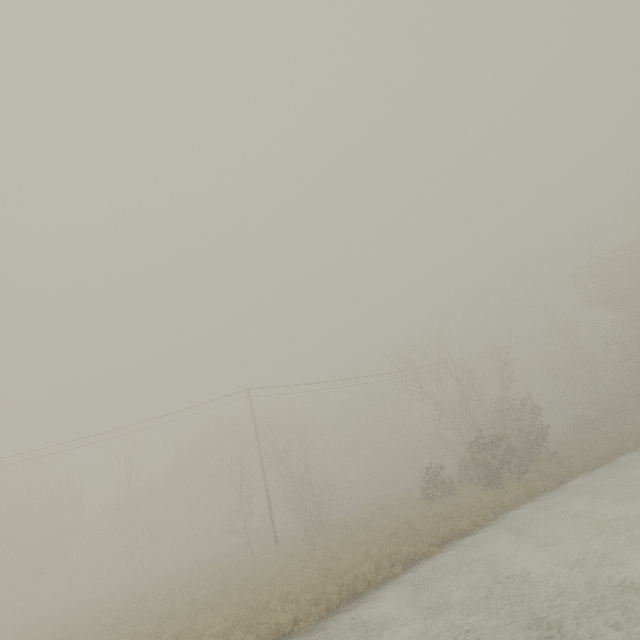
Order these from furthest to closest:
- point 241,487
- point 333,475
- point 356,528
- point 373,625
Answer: point 333,475
point 241,487
point 356,528
point 373,625
